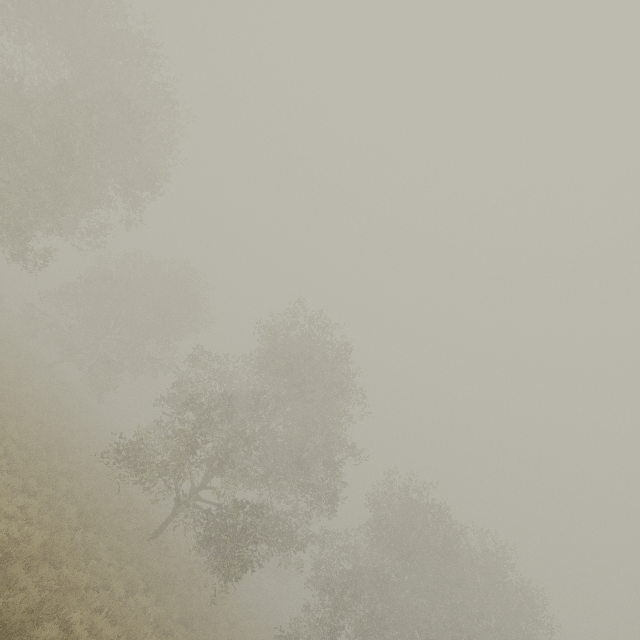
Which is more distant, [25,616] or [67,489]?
[67,489]
